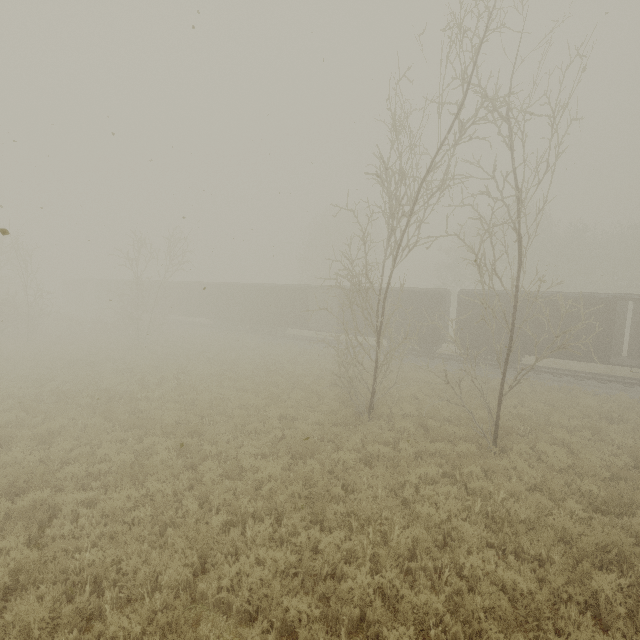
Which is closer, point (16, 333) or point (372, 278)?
point (16, 333)

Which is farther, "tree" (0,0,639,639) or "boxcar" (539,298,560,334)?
"boxcar" (539,298,560,334)

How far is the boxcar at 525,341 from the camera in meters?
19.2

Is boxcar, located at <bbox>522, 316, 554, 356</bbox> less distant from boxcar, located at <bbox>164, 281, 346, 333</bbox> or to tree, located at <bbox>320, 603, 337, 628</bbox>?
boxcar, located at <bbox>164, 281, 346, 333</bbox>

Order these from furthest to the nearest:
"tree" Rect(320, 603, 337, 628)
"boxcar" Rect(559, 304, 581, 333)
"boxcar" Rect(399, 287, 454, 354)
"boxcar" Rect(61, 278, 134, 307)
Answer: "boxcar" Rect(61, 278, 134, 307)
"boxcar" Rect(399, 287, 454, 354)
"boxcar" Rect(559, 304, 581, 333)
"tree" Rect(320, 603, 337, 628)

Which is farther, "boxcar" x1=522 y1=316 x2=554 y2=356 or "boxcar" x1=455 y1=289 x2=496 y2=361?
"boxcar" x1=455 y1=289 x2=496 y2=361

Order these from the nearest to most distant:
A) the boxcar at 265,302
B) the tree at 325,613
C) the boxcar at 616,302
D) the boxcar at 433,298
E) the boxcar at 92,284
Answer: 1. the tree at 325,613
2. the boxcar at 616,302
3. the boxcar at 433,298
4. the boxcar at 265,302
5. the boxcar at 92,284

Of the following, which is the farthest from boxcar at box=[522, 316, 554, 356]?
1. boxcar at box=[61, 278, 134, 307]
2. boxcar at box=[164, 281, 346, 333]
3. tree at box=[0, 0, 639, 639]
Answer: boxcar at box=[61, 278, 134, 307]
